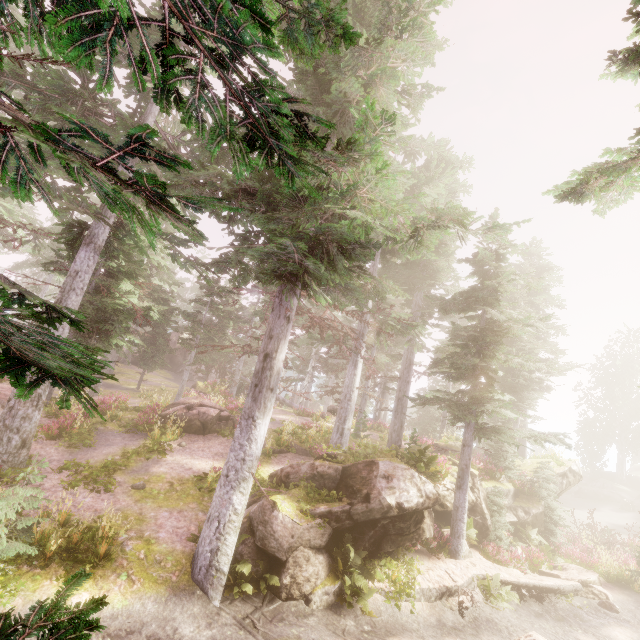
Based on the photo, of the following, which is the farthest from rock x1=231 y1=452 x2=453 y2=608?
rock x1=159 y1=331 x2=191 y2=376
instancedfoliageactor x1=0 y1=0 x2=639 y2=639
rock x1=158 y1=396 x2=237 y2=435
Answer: rock x1=159 y1=331 x2=191 y2=376

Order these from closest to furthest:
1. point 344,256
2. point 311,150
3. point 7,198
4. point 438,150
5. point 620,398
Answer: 1. point 311,150
2. point 344,256
3. point 438,150
4. point 7,198
5. point 620,398

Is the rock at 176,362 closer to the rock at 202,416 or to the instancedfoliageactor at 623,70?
the instancedfoliageactor at 623,70

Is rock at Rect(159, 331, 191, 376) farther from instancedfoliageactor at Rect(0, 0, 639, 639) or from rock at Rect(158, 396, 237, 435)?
rock at Rect(158, 396, 237, 435)

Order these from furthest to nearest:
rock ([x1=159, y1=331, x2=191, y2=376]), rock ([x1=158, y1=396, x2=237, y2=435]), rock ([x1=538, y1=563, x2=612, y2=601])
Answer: rock ([x1=159, y1=331, x2=191, y2=376]), rock ([x1=158, y1=396, x2=237, y2=435]), rock ([x1=538, y1=563, x2=612, y2=601])

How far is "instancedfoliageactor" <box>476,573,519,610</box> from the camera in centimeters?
1166cm

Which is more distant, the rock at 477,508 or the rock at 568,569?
the rock at 477,508
